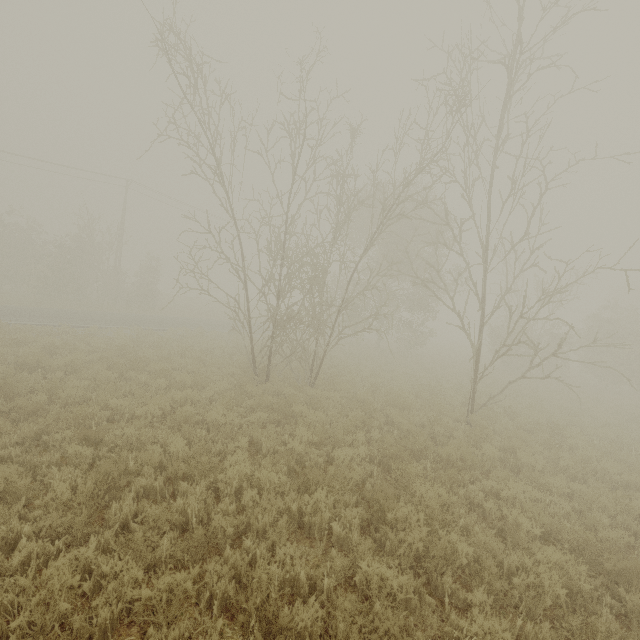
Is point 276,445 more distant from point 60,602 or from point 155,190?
point 155,190
